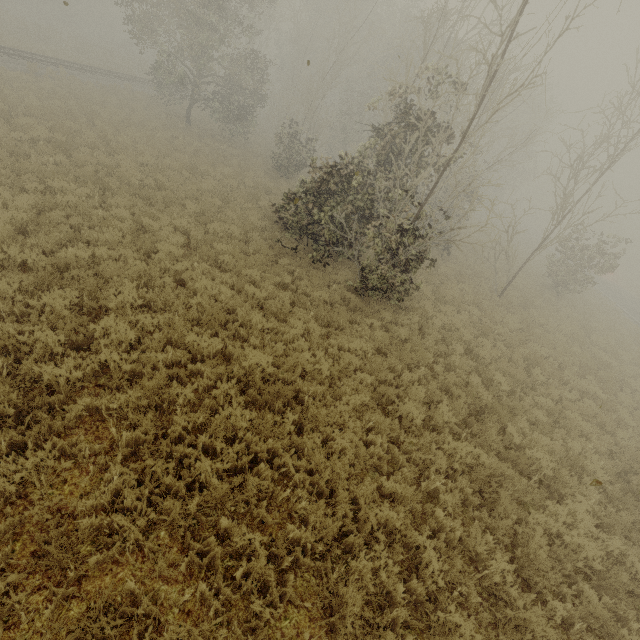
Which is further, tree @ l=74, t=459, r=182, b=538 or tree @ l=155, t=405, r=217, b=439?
tree @ l=155, t=405, r=217, b=439

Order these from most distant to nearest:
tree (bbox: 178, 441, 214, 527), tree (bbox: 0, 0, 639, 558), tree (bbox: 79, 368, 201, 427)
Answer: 1. tree (bbox: 0, 0, 639, 558)
2. tree (bbox: 79, 368, 201, 427)
3. tree (bbox: 178, 441, 214, 527)

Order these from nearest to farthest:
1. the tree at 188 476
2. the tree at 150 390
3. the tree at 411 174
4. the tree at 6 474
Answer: the tree at 6 474
the tree at 188 476
the tree at 150 390
the tree at 411 174

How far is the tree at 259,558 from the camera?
3.93m

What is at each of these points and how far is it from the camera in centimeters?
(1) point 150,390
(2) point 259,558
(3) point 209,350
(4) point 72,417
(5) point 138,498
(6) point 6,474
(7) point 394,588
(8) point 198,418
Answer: (1) tree, 513cm
(2) tree, 397cm
(3) tree, 657cm
(4) tree, 477cm
(5) tree, 427cm
(6) tree, 374cm
(7) tree, 441cm
(8) tree, 544cm

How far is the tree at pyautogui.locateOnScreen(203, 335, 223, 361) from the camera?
6.5m
